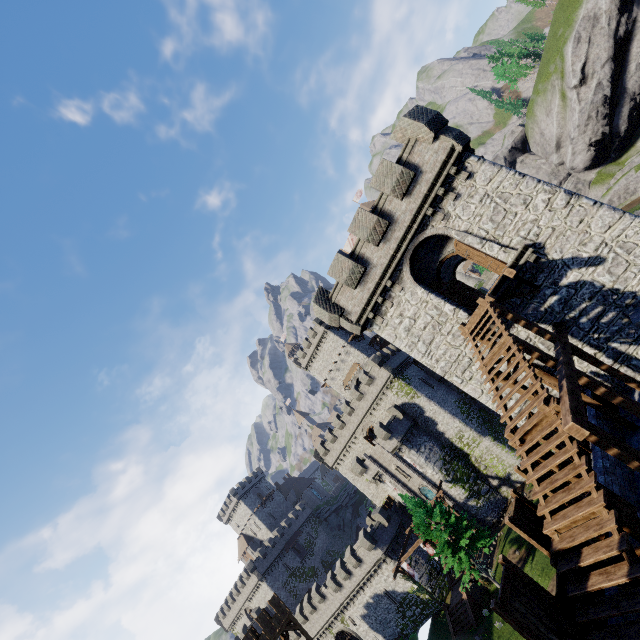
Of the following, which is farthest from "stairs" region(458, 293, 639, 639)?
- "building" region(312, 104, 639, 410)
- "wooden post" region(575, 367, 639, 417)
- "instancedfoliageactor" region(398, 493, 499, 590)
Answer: "instancedfoliageactor" region(398, 493, 499, 590)

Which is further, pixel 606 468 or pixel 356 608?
pixel 356 608

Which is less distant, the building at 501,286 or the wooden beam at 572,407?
the wooden beam at 572,407

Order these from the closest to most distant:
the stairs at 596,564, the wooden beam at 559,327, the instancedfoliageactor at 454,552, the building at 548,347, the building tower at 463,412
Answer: the stairs at 596,564 < the wooden beam at 559,327 < the building at 548,347 < the instancedfoliageactor at 454,552 < the building tower at 463,412

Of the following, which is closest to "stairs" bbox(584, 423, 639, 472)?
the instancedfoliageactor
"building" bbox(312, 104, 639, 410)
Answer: "building" bbox(312, 104, 639, 410)

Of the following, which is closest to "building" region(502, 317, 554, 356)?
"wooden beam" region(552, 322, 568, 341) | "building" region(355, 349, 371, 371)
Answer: "wooden beam" region(552, 322, 568, 341)

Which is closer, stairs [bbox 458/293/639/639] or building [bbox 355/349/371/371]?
stairs [bbox 458/293/639/639]

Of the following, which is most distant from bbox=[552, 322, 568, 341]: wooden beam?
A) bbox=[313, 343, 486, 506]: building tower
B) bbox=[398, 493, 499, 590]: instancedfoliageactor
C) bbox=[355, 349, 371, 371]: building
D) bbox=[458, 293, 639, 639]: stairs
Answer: bbox=[355, 349, 371, 371]: building
